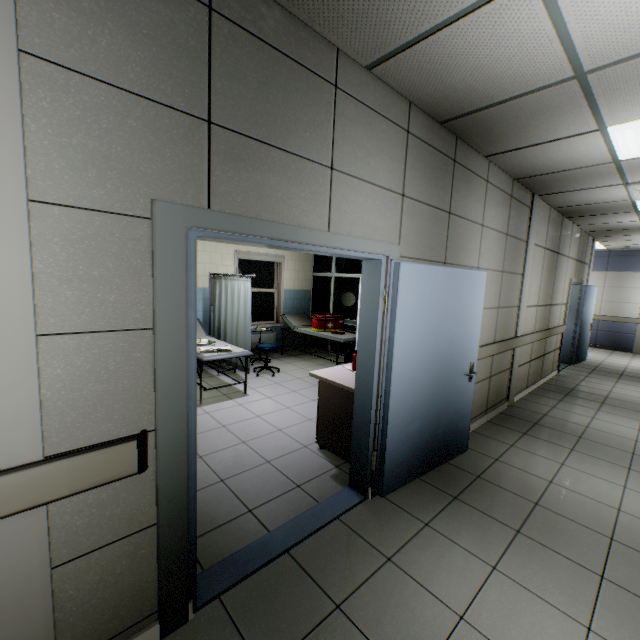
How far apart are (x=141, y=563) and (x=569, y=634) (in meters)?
2.33

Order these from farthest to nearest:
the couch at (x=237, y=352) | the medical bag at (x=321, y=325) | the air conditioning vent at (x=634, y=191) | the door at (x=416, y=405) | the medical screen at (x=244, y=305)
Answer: the medical bag at (x=321, y=325), the medical screen at (x=244, y=305), the couch at (x=237, y=352), the air conditioning vent at (x=634, y=191), the door at (x=416, y=405)

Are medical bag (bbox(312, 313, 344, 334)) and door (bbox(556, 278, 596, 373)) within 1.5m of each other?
no

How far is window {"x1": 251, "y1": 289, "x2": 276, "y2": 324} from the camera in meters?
7.7 m

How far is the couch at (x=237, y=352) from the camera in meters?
4.6

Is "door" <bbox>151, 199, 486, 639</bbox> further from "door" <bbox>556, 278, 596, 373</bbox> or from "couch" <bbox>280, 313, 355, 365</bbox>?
Answer: "door" <bbox>556, 278, 596, 373</bbox>

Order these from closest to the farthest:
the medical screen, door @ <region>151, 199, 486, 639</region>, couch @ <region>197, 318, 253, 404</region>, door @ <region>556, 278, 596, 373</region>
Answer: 1. door @ <region>151, 199, 486, 639</region>
2. couch @ <region>197, 318, 253, 404</region>
3. the medical screen
4. door @ <region>556, 278, 596, 373</region>

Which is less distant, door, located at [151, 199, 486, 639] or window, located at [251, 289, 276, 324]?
door, located at [151, 199, 486, 639]
